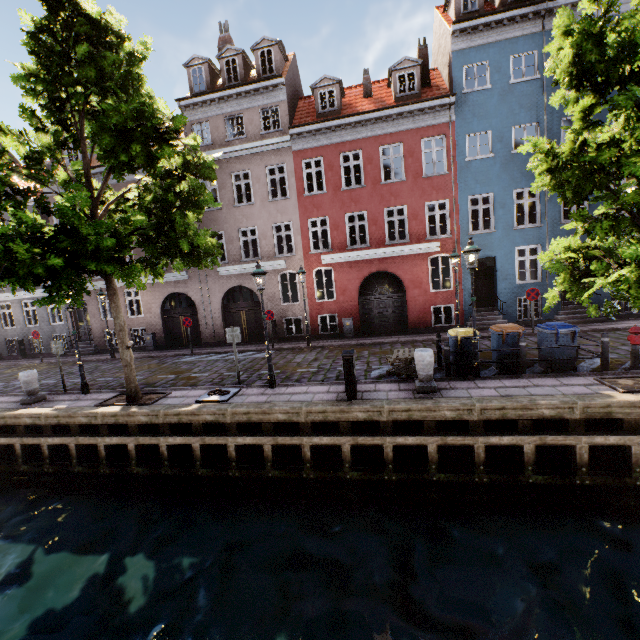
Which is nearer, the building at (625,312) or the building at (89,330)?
the building at (625,312)

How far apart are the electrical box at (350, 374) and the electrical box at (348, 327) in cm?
856

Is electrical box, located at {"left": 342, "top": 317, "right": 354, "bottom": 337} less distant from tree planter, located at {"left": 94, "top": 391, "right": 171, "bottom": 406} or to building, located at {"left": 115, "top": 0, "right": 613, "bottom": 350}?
building, located at {"left": 115, "top": 0, "right": 613, "bottom": 350}

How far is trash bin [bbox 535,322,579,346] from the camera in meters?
8.8 m

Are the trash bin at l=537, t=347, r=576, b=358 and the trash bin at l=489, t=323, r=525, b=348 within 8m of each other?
yes

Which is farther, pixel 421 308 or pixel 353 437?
pixel 421 308

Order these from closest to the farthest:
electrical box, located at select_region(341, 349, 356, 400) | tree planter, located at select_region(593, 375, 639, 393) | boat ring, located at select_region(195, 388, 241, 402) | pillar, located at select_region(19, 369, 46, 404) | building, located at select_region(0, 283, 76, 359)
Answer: tree planter, located at select_region(593, 375, 639, 393), electrical box, located at select_region(341, 349, 356, 400), boat ring, located at select_region(195, 388, 241, 402), pillar, located at select_region(19, 369, 46, 404), building, located at select_region(0, 283, 76, 359)
